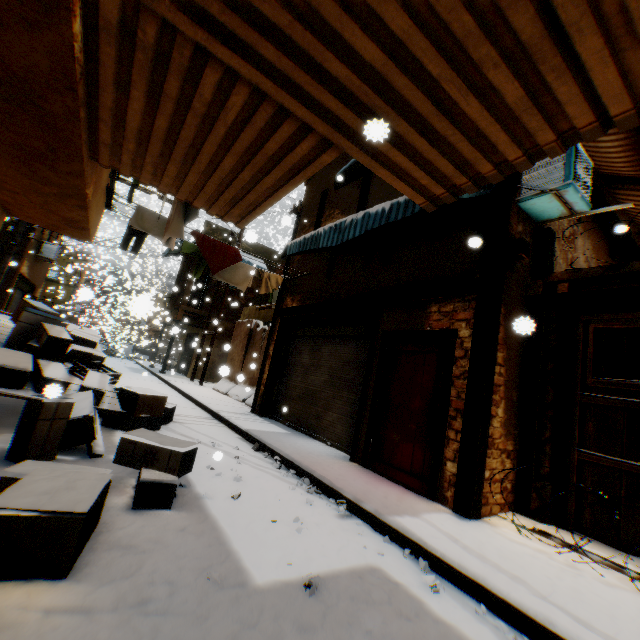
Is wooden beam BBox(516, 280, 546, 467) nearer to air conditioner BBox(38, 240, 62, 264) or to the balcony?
the balcony

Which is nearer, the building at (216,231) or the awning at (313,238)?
the awning at (313,238)

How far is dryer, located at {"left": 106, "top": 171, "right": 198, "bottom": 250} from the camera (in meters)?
5.12

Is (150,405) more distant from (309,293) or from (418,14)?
(418,14)

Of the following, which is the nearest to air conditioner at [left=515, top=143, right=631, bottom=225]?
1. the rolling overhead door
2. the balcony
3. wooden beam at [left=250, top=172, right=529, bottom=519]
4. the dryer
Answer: wooden beam at [left=250, top=172, right=529, bottom=519]

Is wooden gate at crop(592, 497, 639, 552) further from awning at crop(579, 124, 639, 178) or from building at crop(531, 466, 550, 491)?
awning at crop(579, 124, 639, 178)

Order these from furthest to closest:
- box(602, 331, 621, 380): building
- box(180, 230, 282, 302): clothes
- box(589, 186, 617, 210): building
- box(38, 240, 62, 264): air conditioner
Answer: box(38, 240, 62, 264): air conditioner → box(180, 230, 282, 302): clothes → box(589, 186, 617, 210): building → box(602, 331, 621, 380): building

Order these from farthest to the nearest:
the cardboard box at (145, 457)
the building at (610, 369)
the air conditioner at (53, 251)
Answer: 1. the air conditioner at (53, 251)
2. the building at (610, 369)
3. the cardboard box at (145, 457)
